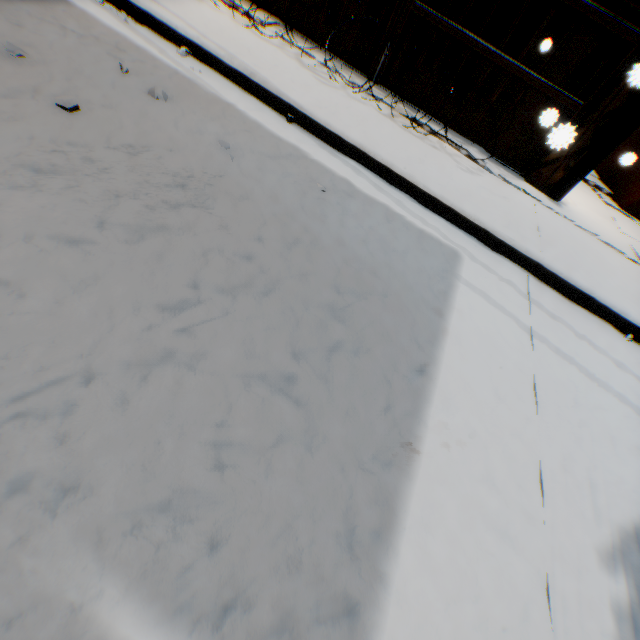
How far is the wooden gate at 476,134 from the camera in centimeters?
490cm

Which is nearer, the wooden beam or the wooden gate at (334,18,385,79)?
the wooden beam

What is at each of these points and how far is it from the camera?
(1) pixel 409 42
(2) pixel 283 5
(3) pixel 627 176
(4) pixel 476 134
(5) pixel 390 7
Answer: (1) wooden gate, 4.82m
(2) wooden gate, 5.19m
(3) building, 7.27m
(4) wooden gate, 5.13m
(5) wooden gate, 4.68m

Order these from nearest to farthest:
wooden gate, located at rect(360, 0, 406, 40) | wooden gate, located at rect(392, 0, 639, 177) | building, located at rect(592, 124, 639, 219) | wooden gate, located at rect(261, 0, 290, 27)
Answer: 1. wooden gate, located at rect(392, 0, 639, 177)
2. wooden gate, located at rect(360, 0, 406, 40)
3. wooden gate, located at rect(261, 0, 290, 27)
4. building, located at rect(592, 124, 639, 219)

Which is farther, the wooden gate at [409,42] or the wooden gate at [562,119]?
the wooden gate at [409,42]

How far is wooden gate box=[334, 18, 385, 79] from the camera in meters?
4.9

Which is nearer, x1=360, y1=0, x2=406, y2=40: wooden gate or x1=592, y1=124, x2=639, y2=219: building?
x1=360, y1=0, x2=406, y2=40: wooden gate
